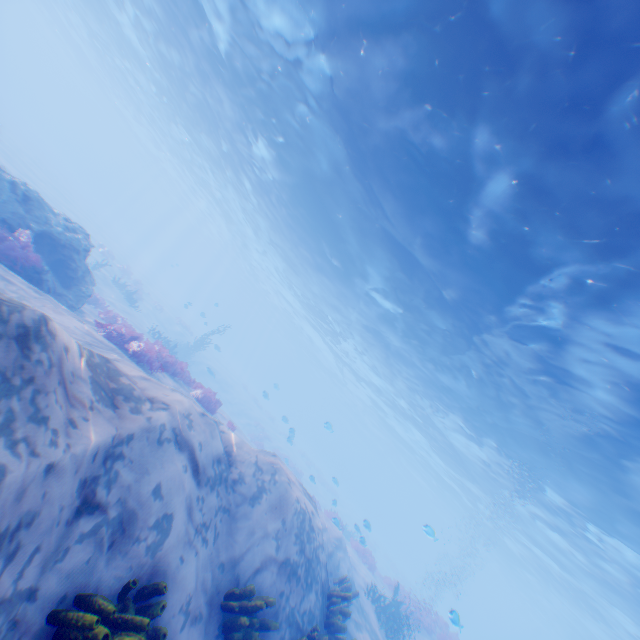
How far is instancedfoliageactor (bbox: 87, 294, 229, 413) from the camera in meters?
10.6

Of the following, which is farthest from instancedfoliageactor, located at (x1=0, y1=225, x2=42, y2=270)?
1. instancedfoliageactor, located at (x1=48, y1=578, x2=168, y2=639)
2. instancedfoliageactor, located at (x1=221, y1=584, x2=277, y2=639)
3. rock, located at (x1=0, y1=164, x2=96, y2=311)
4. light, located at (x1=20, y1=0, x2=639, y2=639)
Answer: light, located at (x1=20, y1=0, x2=639, y2=639)

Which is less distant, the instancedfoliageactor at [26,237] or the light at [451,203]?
the light at [451,203]

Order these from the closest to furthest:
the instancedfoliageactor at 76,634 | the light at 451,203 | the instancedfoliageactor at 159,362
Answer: the instancedfoliageactor at 76,634 < the light at 451,203 < the instancedfoliageactor at 159,362

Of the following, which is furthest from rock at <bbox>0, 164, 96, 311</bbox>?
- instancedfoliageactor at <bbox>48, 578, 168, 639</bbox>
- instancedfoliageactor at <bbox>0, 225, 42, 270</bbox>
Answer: instancedfoliageactor at <bbox>48, 578, 168, 639</bbox>

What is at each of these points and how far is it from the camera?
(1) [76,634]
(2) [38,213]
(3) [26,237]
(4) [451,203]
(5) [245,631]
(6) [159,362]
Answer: (1) instancedfoliageactor, 2.9m
(2) rock, 10.7m
(3) instancedfoliageactor, 9.5m
(4) light, 10.8m
(5) instancedfoliageactor, 5.1m
(6) instancedfoliageactor, 11.6m

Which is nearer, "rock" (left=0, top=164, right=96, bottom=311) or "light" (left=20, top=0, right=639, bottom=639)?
"light" (left=20, top=0, right=639, bottom=639)

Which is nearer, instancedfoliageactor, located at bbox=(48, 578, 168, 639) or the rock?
instancedfoliageactor, located at bbox=(48, 578, 168, 639)
